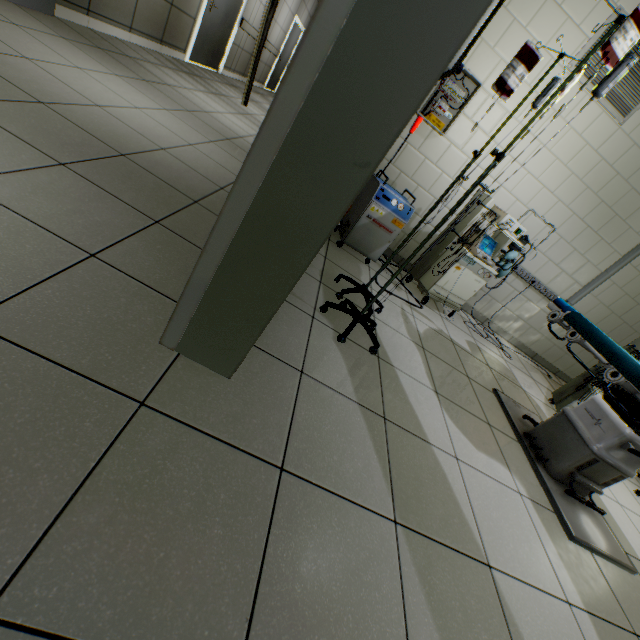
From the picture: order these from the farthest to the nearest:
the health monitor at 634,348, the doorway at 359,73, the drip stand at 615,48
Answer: the health monitor at 634,348, the drip stand at 615,48, the doorway at 359,73

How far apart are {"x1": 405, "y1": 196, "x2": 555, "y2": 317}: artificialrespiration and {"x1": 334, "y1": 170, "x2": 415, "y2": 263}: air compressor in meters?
0.5

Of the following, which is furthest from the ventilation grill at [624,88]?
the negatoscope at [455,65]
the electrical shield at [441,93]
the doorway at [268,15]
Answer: the doorway at [268,15]

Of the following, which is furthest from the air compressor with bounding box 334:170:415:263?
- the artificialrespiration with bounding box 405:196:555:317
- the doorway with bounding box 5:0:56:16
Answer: the doorway with bounding box 5:0:56:16

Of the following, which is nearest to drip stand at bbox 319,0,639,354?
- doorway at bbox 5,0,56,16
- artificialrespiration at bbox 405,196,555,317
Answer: artificialrespiration at bbox 405,196,555,317

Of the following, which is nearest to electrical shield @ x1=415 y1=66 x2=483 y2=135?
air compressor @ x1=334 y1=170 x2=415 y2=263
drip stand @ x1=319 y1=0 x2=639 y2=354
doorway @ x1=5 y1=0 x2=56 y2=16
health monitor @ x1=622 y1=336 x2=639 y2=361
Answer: air compressor @ x1=334 y1=170 x2=415 y2=263

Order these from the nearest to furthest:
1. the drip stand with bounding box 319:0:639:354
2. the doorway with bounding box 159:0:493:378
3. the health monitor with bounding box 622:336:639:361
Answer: the doorway with bounding box 159:0:493:378 → the drip stand with bounding box 319:0:639:354 → the health monitor with bounding box 622:336:639:361

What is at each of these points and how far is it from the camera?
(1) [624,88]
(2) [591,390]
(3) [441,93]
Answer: (1) ventilation grill, 3.0m
(2) health monitor, 3.0m
(3) electrical shield, 3.1m
